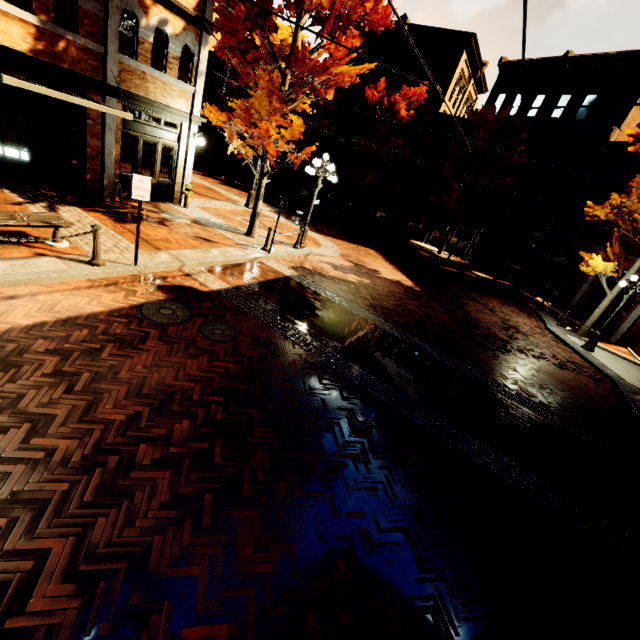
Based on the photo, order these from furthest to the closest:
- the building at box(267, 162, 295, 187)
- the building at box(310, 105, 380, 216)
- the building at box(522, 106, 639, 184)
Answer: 1. the building at box(267, 162, 295, 187)
2. the building at box(310, 105, 380, 216)
3. the building at box(522, 106, 639, 184)

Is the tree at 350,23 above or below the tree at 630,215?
above

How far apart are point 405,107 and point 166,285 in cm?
2309

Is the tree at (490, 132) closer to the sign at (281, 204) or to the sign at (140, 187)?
the sign at (281, 204)

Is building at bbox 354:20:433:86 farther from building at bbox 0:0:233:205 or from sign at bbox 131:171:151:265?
building at bbox 0:0:233:205

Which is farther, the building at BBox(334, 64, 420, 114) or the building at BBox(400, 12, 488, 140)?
the building at BBox(334, 64, 420, 114)

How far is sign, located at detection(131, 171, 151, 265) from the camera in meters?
6.5 m

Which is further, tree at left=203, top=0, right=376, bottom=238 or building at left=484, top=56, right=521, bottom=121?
building at left=484, top=56, right=521, bottom=121
